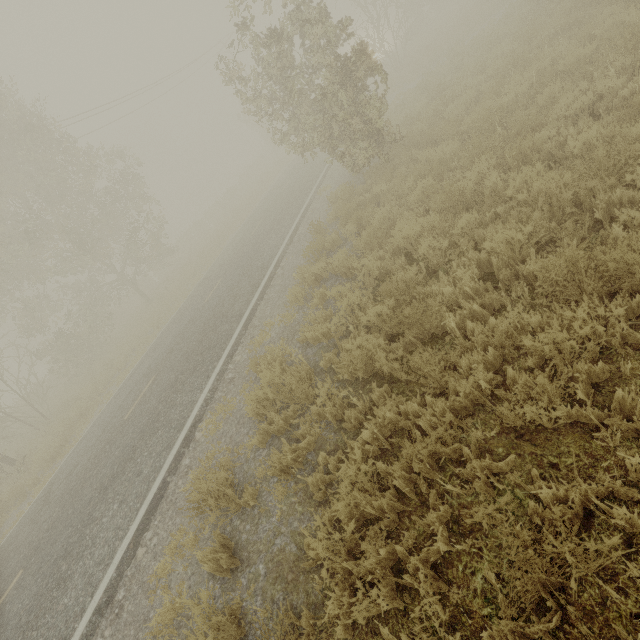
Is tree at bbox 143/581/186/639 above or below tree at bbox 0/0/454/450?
below

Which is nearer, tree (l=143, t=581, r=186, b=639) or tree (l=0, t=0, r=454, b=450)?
tree (l=143, t=581, r=186, b=639)

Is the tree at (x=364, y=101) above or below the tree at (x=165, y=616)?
above

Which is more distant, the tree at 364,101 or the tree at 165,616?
the tree at 364,101

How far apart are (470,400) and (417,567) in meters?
1.7 m
